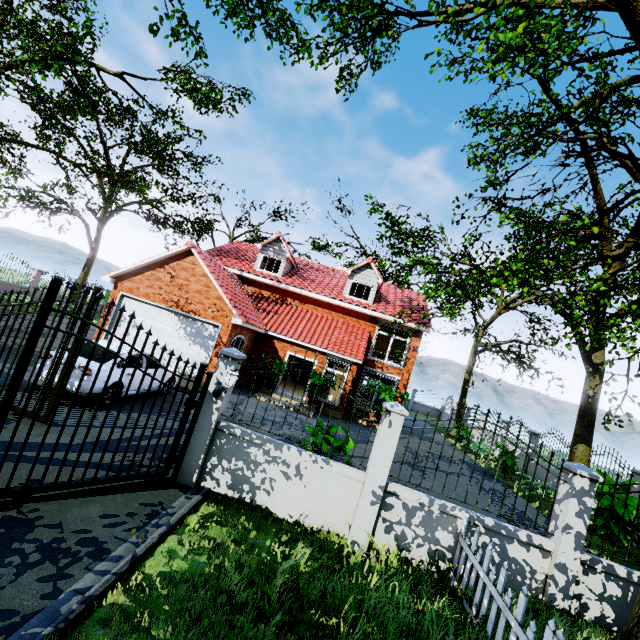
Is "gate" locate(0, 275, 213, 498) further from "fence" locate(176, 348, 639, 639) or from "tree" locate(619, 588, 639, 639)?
"tree" locate(619, 588, 639, 639)

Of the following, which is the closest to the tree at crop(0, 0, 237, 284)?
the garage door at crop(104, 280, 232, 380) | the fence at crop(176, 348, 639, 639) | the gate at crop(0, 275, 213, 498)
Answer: the fence at crop(176, 348, 639, 639)

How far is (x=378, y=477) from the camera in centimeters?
567cm

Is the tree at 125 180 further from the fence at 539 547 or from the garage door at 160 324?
the garage door at 160 324

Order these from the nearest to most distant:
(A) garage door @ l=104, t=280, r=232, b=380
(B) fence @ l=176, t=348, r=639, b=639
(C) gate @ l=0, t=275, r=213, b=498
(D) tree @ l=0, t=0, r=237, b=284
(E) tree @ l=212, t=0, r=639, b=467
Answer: (C) gate @ l=0, t=275, r=213, b=498 < (B) fence @ l=176, t=348, r=639, b=639 < (E) tree @ l=212, t=0, r=639, b=467 < (D) tree @ l=0, t=0, r=237, b=284 < (A) garage door @ l=104, t=280, r=232, b=380

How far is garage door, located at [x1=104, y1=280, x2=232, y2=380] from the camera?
14.1m
